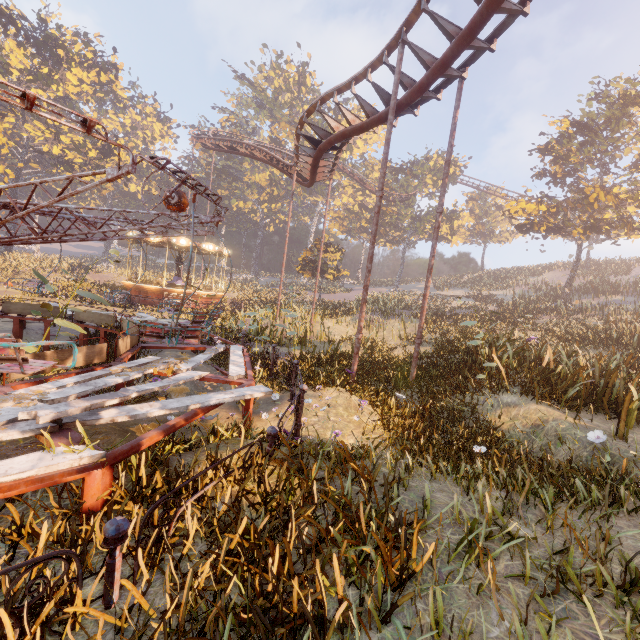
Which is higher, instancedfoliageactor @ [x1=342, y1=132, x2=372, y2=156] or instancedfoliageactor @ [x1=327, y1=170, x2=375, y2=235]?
instancedfoliageactor @ [x1=342, y1=132, x2=372, y2=156]

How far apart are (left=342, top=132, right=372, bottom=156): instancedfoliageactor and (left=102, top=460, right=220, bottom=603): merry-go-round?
61.47m

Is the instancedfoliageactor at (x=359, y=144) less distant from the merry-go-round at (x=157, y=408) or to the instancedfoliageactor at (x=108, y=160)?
the instancedfoliageactor at (x=108, y=160)

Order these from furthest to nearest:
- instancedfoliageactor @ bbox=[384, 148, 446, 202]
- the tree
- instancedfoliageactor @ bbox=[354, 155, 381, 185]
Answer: instancedfoliageactor @ bbox=[354, 155, 381, 185]
instancedfoliageactor @ bbox=[384, 148, 446, 202]
the tree

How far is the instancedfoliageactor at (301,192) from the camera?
53.12m

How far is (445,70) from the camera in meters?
8.4 m

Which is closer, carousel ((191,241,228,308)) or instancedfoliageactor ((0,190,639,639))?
instancedfoliageactor ((0,190,639,639))

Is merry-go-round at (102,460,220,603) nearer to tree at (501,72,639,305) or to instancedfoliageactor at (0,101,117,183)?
tree at (501,72,639,305)
